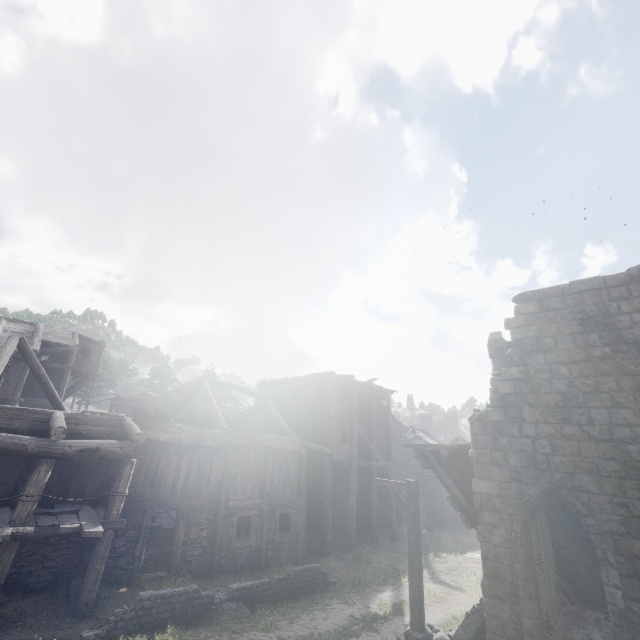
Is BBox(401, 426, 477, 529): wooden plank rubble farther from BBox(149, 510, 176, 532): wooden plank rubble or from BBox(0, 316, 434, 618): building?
BBox(149, 510, 176, 532): wooden plank rubble

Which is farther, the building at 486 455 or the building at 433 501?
the building at 433 501

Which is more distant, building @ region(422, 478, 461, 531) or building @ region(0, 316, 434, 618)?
building @ region(422, 478, 461, 531)

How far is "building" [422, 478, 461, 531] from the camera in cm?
2778

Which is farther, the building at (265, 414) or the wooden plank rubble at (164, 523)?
the wooden plank rubble at (164, 523)

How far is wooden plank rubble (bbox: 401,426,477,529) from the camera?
10.1 meters

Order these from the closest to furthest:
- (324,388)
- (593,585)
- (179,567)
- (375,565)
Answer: (593,585)
(179,567)
(375,565)
(324,388)

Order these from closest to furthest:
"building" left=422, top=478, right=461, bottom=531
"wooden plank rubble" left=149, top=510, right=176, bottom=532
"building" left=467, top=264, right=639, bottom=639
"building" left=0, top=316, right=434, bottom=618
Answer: "building" left=467, top=264, right=639, bottom=639 < "building" left=0, top=316, right=434, bottom=618 < "wooden plank rubble" left=149, top=510, right=176, bottom=532 < "building" left=422, top=478, right=461, bottom=531
